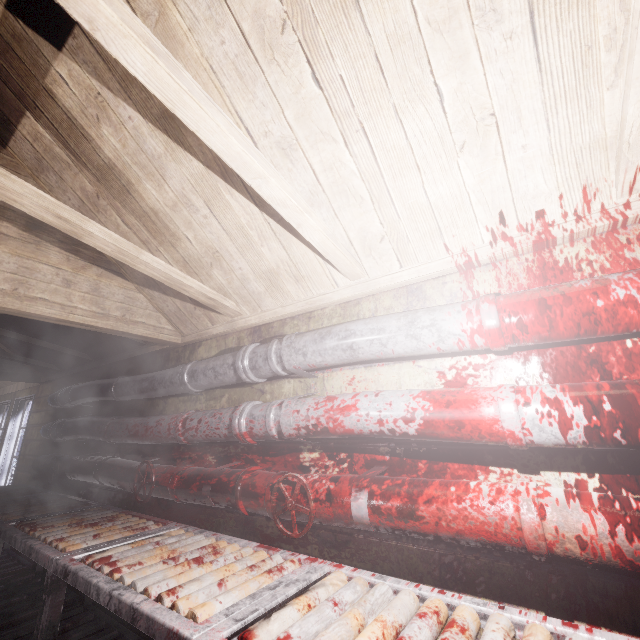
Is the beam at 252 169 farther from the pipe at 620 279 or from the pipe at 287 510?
the pipe at 287 510

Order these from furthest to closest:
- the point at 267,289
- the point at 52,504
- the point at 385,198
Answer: the point at 52,504 < the point at 267,289 < the point at 385,198

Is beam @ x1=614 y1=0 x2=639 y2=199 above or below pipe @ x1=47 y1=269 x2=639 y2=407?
above

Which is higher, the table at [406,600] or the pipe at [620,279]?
the pipe at [620,279]

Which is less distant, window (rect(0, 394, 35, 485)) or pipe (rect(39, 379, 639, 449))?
pipe (rect(39, 379, 639, 449))

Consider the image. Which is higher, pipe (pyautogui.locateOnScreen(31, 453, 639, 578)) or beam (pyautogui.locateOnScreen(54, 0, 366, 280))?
beam (pyautogui.locateOnScreen(54, 0, 366, 280))

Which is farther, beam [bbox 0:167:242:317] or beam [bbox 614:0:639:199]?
beam [bbox 0:167:242:317]

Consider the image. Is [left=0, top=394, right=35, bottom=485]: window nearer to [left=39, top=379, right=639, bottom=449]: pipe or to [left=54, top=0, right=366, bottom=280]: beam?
[left=39, top=379, right=639, bottom=449]: pipe
